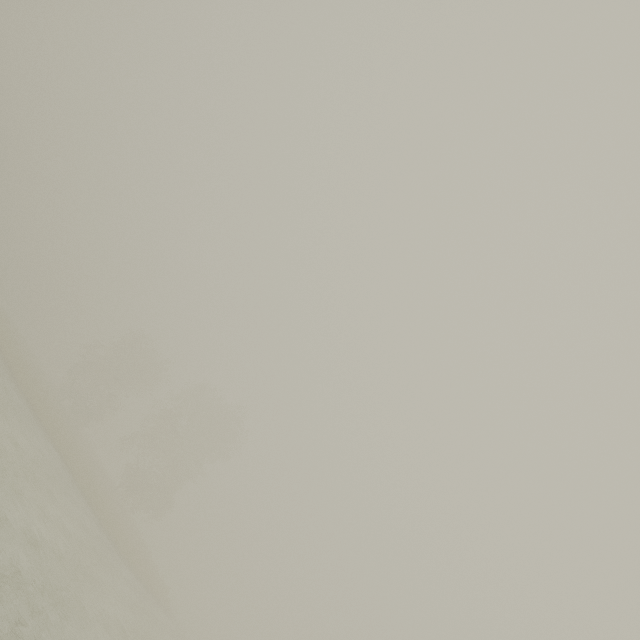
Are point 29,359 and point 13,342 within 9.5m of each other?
yes
